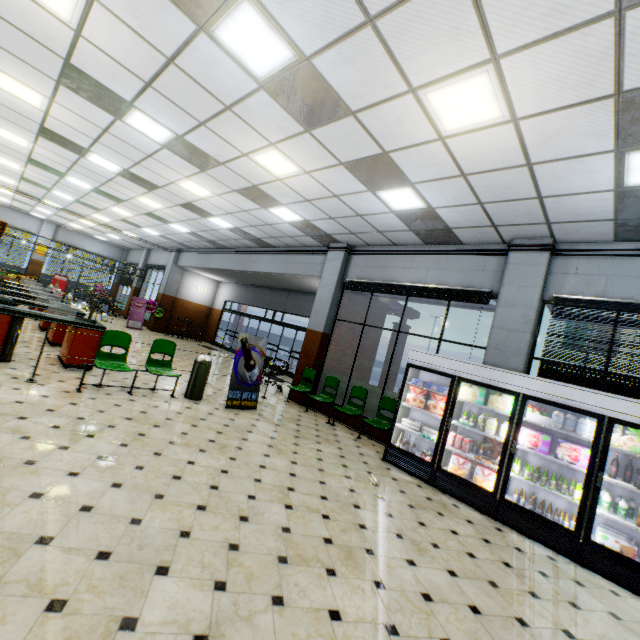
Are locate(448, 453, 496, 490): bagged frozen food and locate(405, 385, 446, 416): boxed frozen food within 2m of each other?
yes

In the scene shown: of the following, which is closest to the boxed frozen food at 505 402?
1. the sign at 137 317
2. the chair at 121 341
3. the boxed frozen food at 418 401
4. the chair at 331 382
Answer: the boxed frozen food at 418 401

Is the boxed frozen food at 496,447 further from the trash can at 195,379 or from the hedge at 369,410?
the trash can at 195,379

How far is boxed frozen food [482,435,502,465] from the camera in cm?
526

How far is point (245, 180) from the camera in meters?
7.2

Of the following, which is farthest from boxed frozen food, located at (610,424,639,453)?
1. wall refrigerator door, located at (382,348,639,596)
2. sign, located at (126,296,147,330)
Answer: sign, located at (126,296,147,330)

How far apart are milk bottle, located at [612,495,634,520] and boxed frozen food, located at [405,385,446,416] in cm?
233

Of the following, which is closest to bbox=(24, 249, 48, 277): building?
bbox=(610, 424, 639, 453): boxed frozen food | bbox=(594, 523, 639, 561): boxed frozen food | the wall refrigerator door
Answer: the wall refrigerator door
